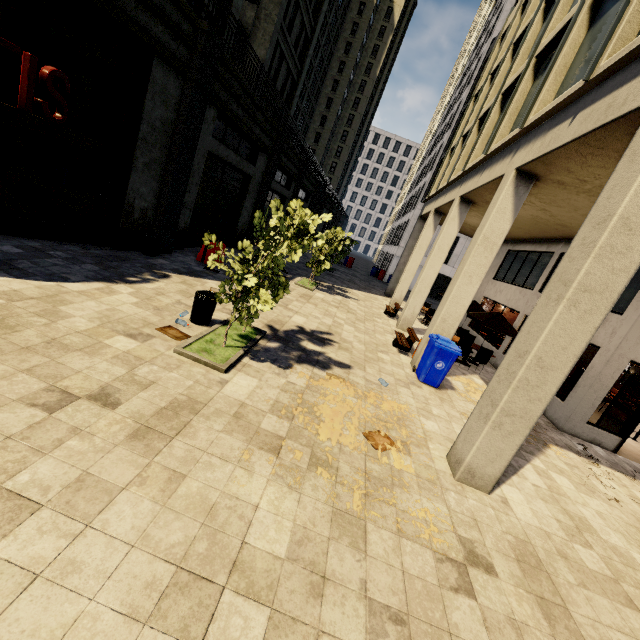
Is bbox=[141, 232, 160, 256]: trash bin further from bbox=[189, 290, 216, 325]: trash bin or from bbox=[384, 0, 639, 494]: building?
bbox=[189, 290, 216, 325]: trash bin

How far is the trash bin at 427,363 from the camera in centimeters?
853cm

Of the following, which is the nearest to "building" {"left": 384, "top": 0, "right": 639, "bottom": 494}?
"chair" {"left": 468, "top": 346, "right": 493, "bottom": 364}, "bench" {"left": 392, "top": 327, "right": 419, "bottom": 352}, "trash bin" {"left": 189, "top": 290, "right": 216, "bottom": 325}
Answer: "bench" {"left": 392, "top": 327, "right": 419, "bottom": 352}

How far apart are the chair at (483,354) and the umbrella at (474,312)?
1.0m

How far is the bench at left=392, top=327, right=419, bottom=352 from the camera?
10.8m

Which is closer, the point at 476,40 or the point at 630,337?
the point at 630,337

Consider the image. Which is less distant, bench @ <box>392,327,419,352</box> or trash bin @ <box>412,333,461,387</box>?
trash bin @ <box>412,333,461,387</box>

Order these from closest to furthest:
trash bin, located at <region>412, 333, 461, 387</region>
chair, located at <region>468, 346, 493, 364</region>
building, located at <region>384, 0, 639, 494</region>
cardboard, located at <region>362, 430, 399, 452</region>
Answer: building, located at <region>384, 0, 639, 494</region> → cardboard, located at <region>362, 430, 399, 452</region> → trash bin, located at <region>412, 333, 461, 387</region> → chair, located at <region>468, 346, 493, 364</region>
